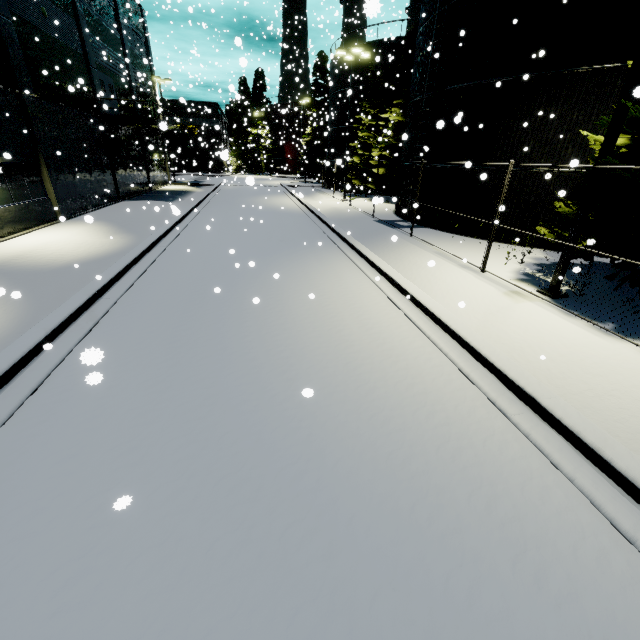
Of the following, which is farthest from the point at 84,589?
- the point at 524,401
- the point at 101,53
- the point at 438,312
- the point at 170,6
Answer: the point at 101,53

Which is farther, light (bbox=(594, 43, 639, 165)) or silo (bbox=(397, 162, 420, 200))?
silo (bbox=(397, 162, 420, 200))

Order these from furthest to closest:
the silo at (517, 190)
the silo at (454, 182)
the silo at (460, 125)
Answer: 1. the silo at (454, 182)
2. the silo at (517, 190)
3. the silo at (460, 125)

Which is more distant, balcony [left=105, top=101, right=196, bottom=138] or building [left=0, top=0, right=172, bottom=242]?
balcony [left=105, top=101, right=196, bottom=138]

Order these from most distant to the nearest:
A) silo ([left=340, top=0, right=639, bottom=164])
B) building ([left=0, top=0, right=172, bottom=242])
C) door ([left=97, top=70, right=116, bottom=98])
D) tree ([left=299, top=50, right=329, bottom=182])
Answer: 1. tree ([left=299, top=50, right=329, bottom=182])
2. door ([left=97, top=70, right=116, bottom=98])
3. building ([left=0, top=0, right=172, bottom=242])
4. silo ([left=340, top=0, right=639, bottom=164])

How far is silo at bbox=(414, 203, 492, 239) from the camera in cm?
1445

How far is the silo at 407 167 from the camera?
16.97m

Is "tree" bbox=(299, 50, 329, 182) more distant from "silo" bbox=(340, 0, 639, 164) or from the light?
the light
